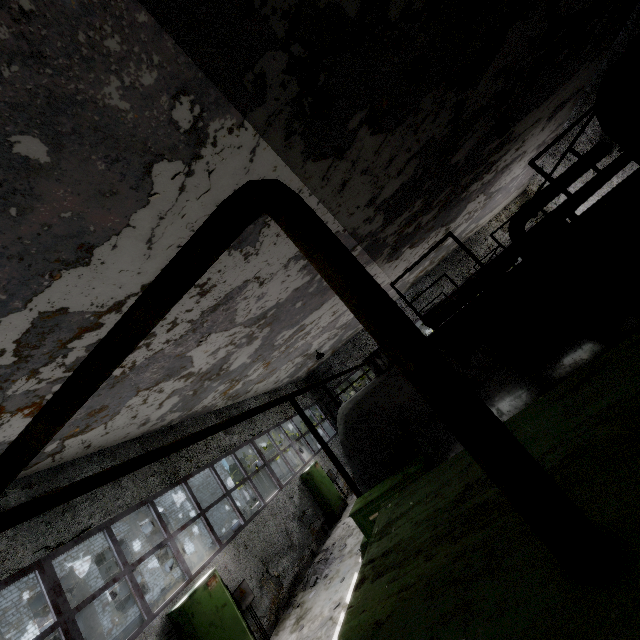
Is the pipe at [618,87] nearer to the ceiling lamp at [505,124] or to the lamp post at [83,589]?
the lamp post at [83,589]

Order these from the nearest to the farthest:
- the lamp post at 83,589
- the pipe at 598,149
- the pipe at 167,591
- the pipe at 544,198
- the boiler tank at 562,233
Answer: the boiler tank at 562,233 < the lamp post at 83,589 < the pipe at 598,149 < the pipe at 544,198 < the pipe at 167,591

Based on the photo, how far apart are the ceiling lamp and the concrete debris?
12.97m

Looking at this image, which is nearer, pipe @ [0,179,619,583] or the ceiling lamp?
pipe @ [0,179,619,583]

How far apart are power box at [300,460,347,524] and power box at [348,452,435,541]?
10.6 meters

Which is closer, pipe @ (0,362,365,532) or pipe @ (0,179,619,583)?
pipe @ (0,179,619,583)

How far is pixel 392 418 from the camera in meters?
5.4 m

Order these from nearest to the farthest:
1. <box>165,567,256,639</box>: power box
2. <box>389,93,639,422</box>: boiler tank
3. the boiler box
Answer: the boiler box < <box>389,93,639,422</box>: boiler tank < <box>165,567,256,639</box>: power box
